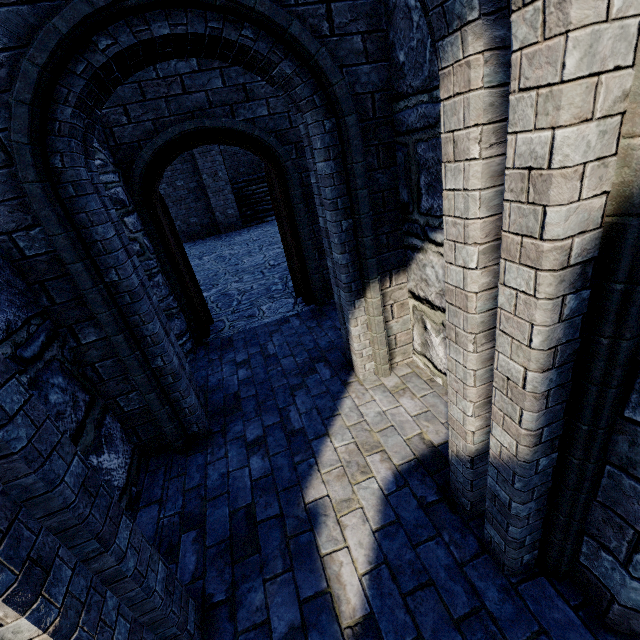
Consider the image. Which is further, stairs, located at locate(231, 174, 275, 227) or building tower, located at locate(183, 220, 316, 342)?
stairs, located at locate(231, 174, 275, 227)

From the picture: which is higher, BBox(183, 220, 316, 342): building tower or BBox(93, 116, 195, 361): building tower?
BBox(93, 116, 195, 361): building tower

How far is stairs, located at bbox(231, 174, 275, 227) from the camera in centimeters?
1469cm

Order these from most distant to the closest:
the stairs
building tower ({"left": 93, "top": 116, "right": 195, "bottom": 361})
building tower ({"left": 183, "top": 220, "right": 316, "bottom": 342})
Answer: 1. the stairs
2. building tower ({"left": 183, "top": 220, "right": 316, "bottom": 342})
3. building tower ({"left": 93, "top": 116, "right": 195, "bottom": 361})

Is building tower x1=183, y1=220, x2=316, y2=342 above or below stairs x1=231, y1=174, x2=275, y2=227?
below

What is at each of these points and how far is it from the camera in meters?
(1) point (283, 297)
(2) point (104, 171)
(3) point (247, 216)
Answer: (1) building tower, 6.1
(2) building tower, 3.6
(3) stairs, 14.9

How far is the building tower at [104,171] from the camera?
3.62m
